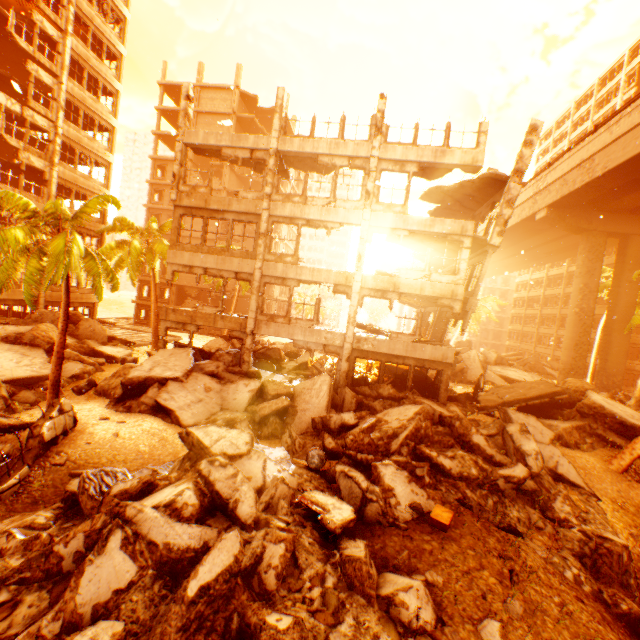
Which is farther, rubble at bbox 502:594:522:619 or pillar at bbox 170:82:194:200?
pillar at bbox 170:82:194:200

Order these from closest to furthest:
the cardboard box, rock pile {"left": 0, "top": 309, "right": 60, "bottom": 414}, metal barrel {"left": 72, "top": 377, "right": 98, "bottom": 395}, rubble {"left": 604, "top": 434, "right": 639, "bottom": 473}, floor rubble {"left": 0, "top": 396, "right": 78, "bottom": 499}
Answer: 1. the cardboard box
2. floor rubble {"left": 0, "top": 396, "right": 78, "bottom": 499}
3. rubble {"left": 604, "top": 434, "right": 639, "bottom": 473}
4. rock pile {"left": 0, "top": 309, "right": 60, "bottom": 414}
5. metal barrel {"left": 72, "top": 377, "right": 98, "bottom": 395}

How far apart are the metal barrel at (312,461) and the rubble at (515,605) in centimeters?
459cm

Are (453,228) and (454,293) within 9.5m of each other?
yes

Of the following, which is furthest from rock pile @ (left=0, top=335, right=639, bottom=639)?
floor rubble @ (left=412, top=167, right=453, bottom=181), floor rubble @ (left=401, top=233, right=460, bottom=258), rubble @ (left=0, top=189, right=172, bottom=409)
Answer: floor rubble @ (left=412, top=167, right=453, bottom=181)

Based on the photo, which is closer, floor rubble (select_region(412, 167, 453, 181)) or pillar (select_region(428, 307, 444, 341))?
floor rubble (select_region(412, 167, 453, 181))

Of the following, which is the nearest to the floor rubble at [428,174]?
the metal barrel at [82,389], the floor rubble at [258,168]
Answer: the floor rubble at [258,168]

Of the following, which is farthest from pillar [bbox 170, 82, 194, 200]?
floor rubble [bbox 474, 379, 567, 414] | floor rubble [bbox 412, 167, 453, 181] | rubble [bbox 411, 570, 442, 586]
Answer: rubble [bbox 411, 570, 442, 586]
